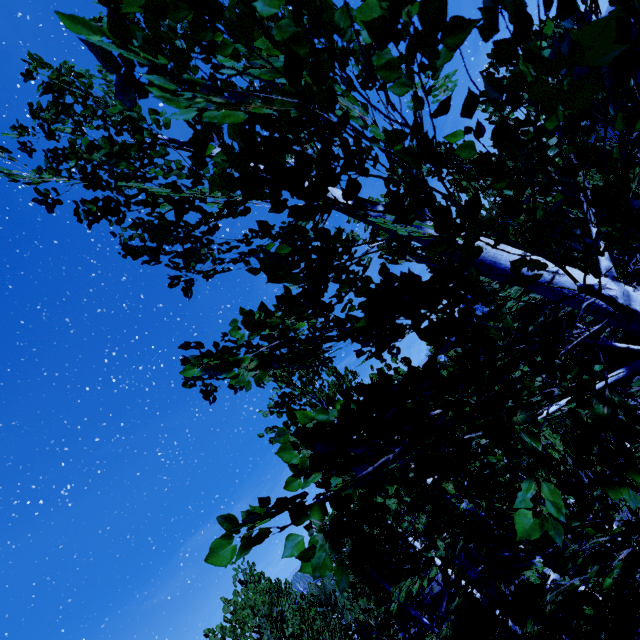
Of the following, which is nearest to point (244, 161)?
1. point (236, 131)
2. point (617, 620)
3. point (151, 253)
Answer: point (236, 131)
